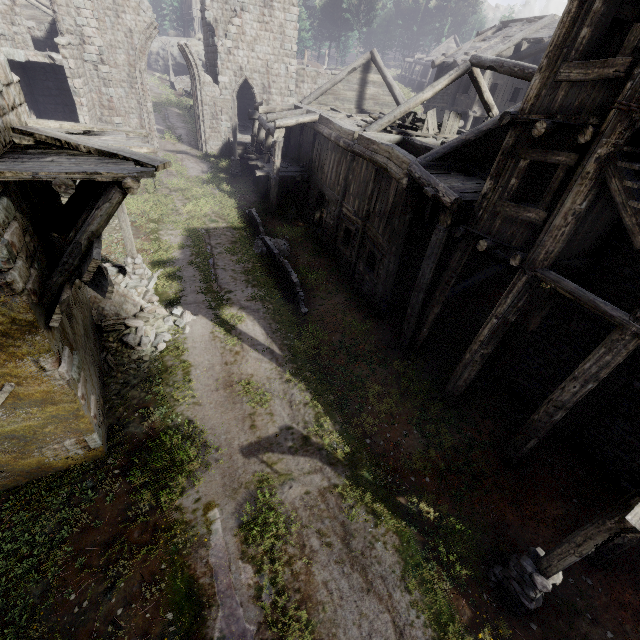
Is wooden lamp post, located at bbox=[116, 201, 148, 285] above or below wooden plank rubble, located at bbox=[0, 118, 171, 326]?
below

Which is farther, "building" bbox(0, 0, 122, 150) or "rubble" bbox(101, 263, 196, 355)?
"rubble" bbox(101, 263, 196, 355)

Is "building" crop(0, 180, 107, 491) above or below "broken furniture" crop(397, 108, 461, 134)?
below

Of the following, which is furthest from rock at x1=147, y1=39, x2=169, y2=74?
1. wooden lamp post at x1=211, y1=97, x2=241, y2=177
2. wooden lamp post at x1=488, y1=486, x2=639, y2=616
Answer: wooden lamp post at x1=488, y1=486, x2=639, y2=616

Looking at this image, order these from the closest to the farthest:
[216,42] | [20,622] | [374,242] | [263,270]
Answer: [20,622], [374,242], [263,270], [216,42]

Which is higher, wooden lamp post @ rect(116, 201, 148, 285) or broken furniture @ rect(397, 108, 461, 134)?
broken furniture @ rect(397, 108, 461, 134)

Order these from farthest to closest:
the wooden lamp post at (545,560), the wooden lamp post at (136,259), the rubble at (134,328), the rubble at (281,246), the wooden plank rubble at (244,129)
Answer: the wooden plank rubble at (244,129) → the rubble at (281,246) → the wooden lamp post at (136,259) → the rubble at (134,328) → the wooden lamp post at (545,560)

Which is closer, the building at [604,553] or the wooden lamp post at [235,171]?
the building at [604,553]
